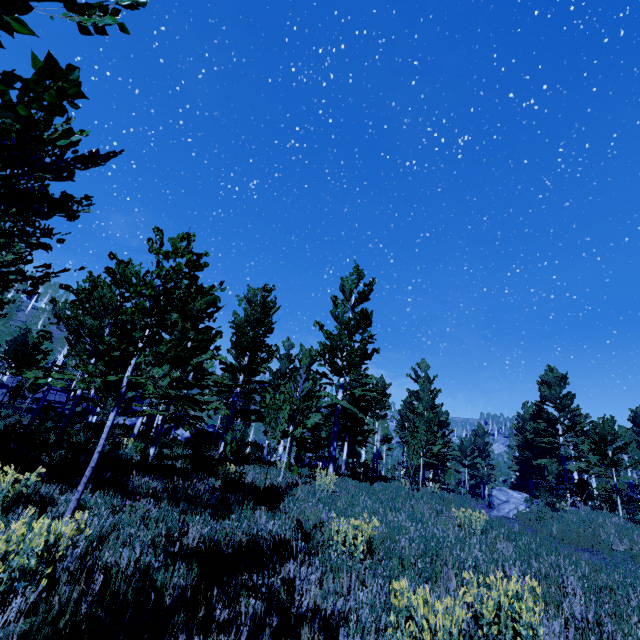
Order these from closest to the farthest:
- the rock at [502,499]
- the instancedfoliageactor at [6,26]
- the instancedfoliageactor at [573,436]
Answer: the instancedfoliageactor at [6,26], the instancedfoliageactor at [573,436], the rock at [502,499]

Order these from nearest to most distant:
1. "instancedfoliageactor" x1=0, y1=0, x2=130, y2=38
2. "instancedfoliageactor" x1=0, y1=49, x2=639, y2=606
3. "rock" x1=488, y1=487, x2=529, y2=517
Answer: "instancedfoliageactor" x1=0, y1=0, x2=130, y2=38 → "instancedfoliageactor" x1=0, y1=49, x2=639, y2=606 → "rock" x1=488, y1=487, x2=529, y2=517

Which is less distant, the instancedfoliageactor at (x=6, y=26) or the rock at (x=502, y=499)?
the instancedfoliageactor at (x=6, y=26)

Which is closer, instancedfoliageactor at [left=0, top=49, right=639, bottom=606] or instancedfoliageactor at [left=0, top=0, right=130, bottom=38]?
instancedfoliageactor at [left=0, top=0, right=130, bottom=38]

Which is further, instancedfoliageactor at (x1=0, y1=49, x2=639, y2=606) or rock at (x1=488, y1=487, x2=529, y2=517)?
rock at (x1=488, y1=487, x2=529, y2=517)

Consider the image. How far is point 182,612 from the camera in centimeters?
324cm

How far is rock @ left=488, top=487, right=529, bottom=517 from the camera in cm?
1936
